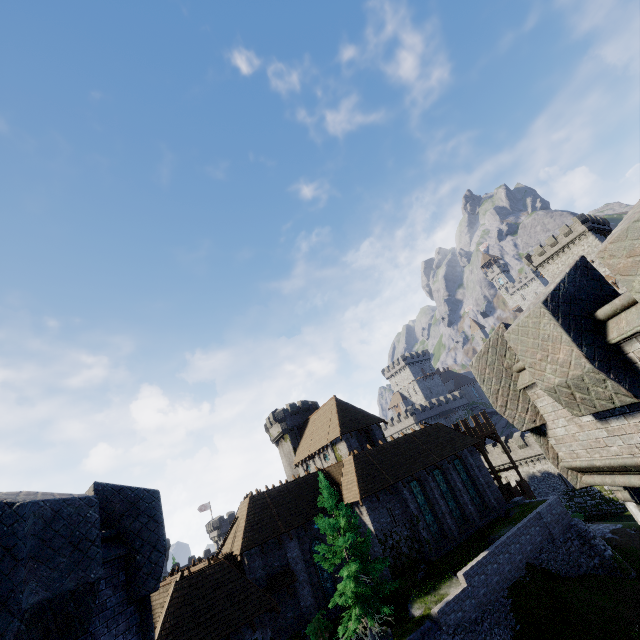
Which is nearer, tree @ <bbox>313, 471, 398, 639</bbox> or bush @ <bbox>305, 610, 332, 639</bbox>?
tree @ <bbox>313, 471, 398, 639</bbox>

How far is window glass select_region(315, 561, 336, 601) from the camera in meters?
23.5

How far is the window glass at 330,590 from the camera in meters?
23.5 m

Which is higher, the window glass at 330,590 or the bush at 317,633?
the window glass at 330,590

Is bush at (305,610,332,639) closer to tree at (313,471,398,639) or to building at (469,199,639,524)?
tree at (313,471,398,639)

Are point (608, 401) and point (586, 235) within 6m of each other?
no

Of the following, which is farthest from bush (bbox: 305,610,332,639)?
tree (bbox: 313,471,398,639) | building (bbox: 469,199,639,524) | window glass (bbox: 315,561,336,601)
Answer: building (bbox: 469,199,639,524)
